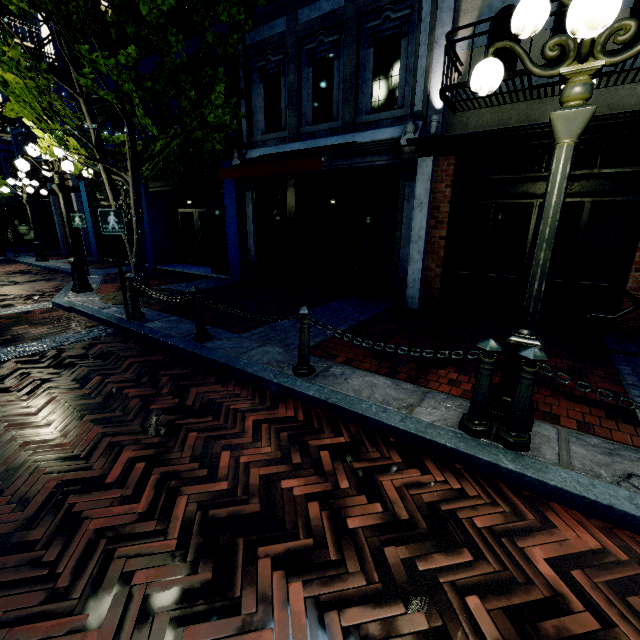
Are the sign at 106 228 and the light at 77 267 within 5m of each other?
yes

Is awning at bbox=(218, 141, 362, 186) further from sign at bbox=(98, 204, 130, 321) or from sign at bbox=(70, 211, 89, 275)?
sign at bbox=(70, 211, 89, 275)

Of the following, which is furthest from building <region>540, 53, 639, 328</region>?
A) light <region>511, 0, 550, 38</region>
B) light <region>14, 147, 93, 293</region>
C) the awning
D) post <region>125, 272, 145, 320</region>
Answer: post <region>125, 272, 145, 320</region>

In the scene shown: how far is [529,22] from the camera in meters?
2.3

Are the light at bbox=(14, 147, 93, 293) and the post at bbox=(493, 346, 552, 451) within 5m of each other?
no

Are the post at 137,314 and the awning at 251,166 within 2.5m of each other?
no

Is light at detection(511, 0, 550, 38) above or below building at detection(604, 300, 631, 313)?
above

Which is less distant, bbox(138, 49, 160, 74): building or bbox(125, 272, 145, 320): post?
bbox(125, 272, 145, 320): post
